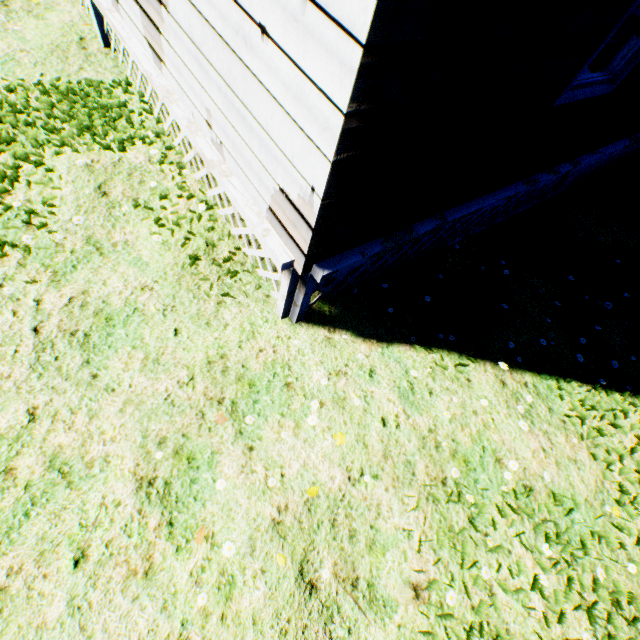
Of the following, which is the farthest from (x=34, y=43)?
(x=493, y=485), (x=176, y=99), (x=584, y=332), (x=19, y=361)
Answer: (x=584, y=332)
